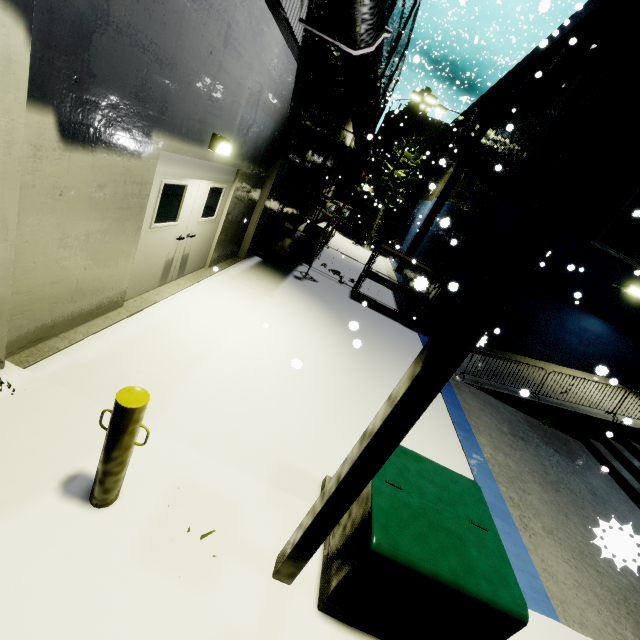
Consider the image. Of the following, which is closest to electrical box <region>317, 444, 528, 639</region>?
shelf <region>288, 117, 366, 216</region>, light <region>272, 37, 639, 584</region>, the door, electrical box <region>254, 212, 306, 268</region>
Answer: light <region>272, 37, 639, 584</region>

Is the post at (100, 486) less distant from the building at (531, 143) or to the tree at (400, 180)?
the building at (531, 143)

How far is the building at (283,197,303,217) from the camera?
13.16m

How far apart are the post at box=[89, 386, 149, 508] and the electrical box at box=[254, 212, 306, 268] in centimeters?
866cm

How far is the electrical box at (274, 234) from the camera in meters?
10.4

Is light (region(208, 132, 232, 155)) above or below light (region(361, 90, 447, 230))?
below

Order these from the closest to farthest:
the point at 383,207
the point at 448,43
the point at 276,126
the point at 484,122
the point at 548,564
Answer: the point at 548,564 → the point at 276,126 → the point at 484,122 → the point at 383,207 → the point at 448,43

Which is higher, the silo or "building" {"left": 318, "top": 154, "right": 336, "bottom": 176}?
the silo
